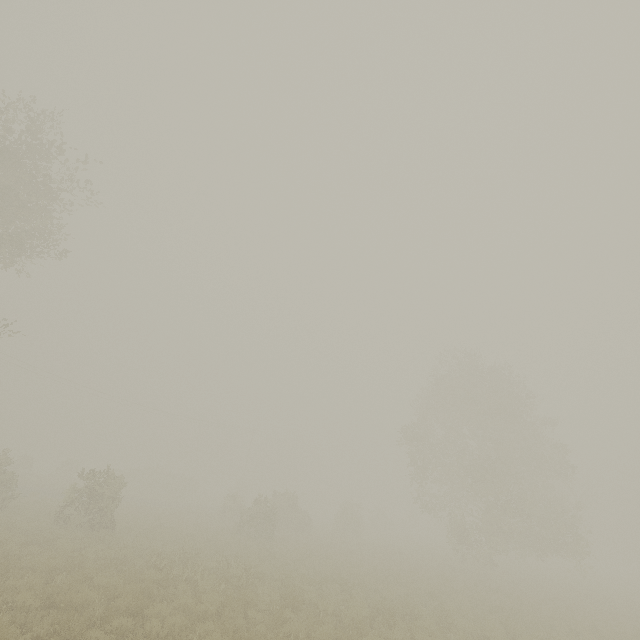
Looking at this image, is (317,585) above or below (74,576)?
below
